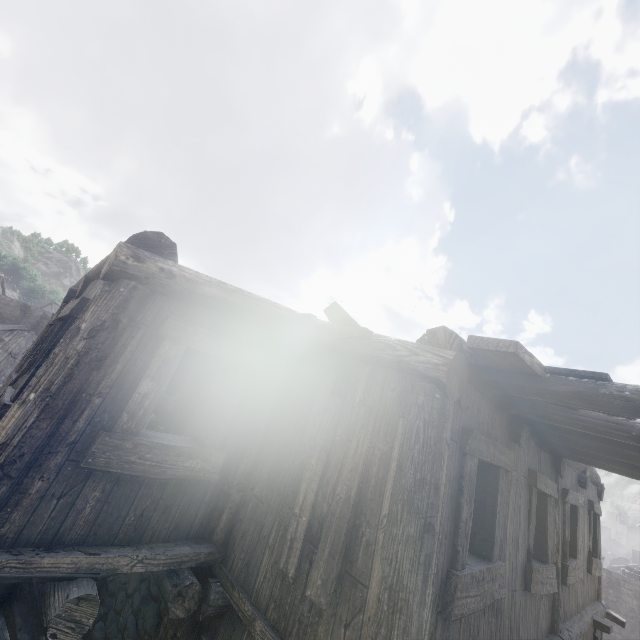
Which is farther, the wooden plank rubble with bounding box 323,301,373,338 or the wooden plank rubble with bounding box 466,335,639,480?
the wooden plank rubble with bounding box 323,301,373,338

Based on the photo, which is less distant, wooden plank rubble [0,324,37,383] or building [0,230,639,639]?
building [0,230,639,639]

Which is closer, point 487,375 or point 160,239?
point 487,375

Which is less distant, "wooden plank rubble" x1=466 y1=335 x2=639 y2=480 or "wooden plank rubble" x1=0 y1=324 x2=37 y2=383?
"wooden plank rubble" x1=466 y1=335 x2=639 y2=480

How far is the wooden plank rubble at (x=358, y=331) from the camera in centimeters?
363cm

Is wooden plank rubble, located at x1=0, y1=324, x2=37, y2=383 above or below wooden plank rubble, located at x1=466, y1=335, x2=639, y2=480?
below

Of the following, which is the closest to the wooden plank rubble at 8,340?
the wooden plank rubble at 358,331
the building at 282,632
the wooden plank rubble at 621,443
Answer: the building at 282,632

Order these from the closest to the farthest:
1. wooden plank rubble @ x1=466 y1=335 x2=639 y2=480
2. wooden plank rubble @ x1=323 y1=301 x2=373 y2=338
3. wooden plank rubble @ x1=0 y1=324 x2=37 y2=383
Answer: wooden plank rubble @ x1=466 y1=335 x2=639 y2=480, wooden plank rubble @ x1=323 y1=301 x2=373 y2=338, wooden plank rubble @ x1=0 y1=324 x2=37 y2=383
